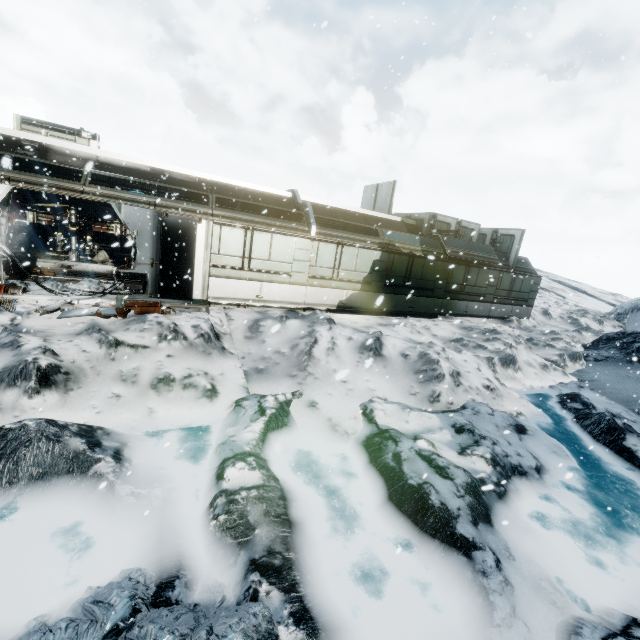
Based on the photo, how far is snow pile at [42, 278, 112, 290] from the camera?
9.4m

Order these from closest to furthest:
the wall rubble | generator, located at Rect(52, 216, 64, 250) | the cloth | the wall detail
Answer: the wall rubble → the wall detail → generator, located at Rect(52, 216, 64, 250) → the cloth

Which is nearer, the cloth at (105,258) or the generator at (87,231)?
the generator at (87,231)

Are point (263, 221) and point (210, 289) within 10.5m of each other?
yes

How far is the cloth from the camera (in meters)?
15.51

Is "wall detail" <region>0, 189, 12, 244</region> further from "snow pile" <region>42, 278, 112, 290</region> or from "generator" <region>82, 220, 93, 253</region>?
"generator" <region>82, 220, 93, 253</region>

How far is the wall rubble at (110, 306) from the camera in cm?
804

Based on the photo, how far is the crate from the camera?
15.63m
